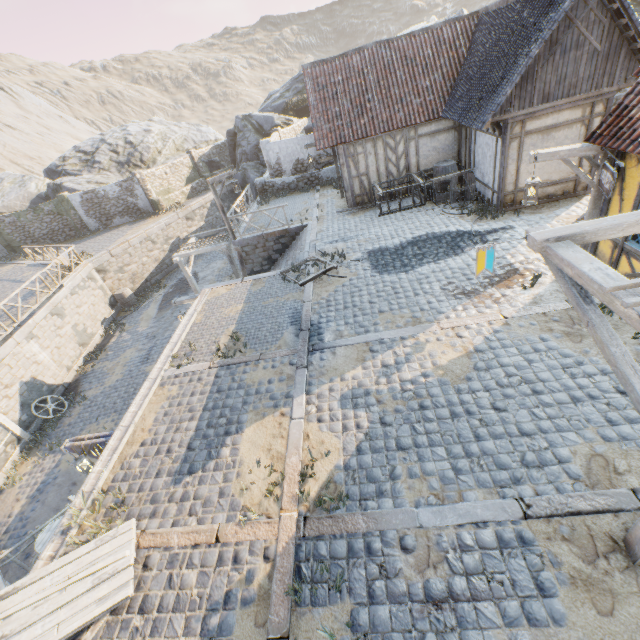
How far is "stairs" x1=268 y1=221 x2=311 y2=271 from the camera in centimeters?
1338cm

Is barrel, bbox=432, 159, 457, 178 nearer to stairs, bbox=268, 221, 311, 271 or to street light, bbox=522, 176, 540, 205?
stairs, bbox=268, 221, 311, 271

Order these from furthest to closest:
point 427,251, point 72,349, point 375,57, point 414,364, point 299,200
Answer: point 299,200 → point 72,349 → point 375,57 → point 427,251 → point 414,364

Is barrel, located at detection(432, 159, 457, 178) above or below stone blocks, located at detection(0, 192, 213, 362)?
above

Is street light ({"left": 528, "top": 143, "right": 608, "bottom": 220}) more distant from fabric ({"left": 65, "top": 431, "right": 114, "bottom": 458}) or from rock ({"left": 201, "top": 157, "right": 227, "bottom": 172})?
rock ({"left": 201, "top": 157, "right": 227, "bottom": 172})

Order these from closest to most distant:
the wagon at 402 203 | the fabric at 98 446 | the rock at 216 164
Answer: the fabric at 98 446
the wagon at 402 203
the rock at 216 164

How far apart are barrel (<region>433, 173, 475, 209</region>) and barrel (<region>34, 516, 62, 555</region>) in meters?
15.3

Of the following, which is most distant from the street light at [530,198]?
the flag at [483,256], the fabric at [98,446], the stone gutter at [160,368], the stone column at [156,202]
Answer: the stone column at [156,202]
